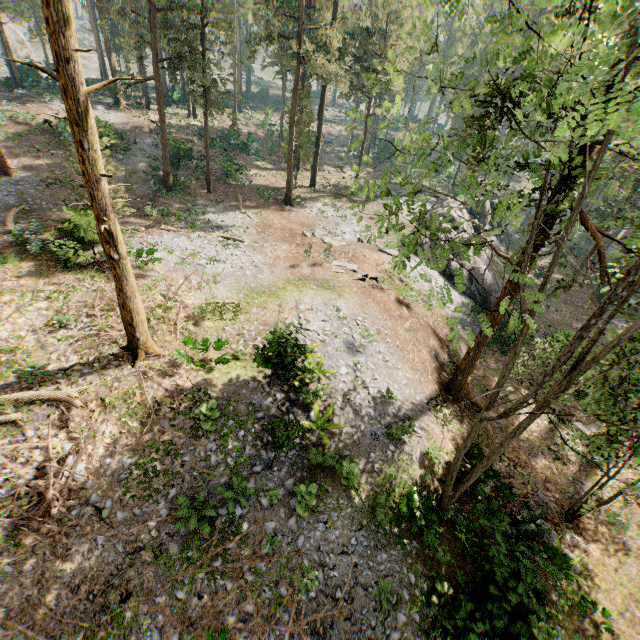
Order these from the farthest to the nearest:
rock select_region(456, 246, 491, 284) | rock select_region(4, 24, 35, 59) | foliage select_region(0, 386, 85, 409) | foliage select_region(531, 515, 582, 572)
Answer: rock select_region(4, 24, 35, 59)
rock select_region(456, 246, 491, 284)
foliage select_region(531, 515, 582, 572)
foliage select_region(0, 386, 85, 409)

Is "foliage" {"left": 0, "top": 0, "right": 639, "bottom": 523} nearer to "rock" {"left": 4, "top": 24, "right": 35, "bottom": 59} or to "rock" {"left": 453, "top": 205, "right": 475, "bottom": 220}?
"rock" {"left": 453, "top": 205, "right": 475, "bottom": 220}

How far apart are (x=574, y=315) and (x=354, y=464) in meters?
32.0 m

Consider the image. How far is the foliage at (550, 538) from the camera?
13.4 meters

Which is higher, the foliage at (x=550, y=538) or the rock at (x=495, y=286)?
the rock at (x=495, y=286)

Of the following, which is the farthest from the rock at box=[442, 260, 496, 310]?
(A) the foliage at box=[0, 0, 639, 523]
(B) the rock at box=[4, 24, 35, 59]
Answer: (B) the rock at box=[4, 24, 35, 59]
